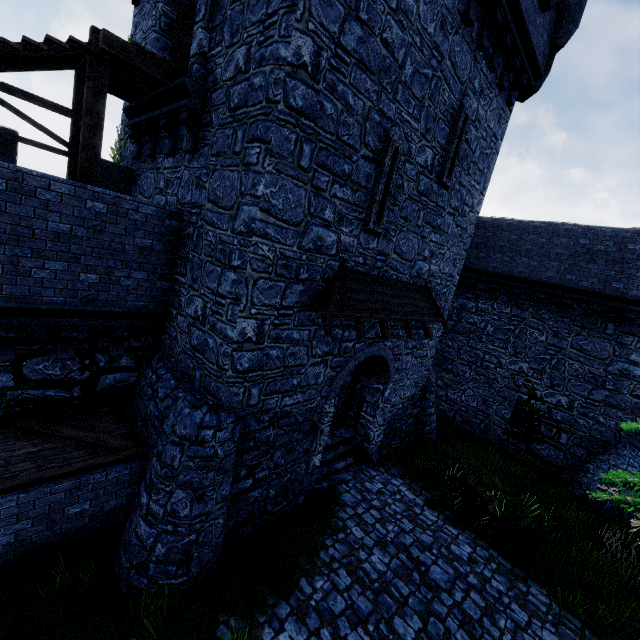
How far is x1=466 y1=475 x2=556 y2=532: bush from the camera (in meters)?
9.13

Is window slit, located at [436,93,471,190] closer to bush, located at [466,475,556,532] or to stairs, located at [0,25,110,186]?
stairs, located at [0,25,110,186]

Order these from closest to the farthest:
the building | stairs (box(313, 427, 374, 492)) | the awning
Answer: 1. the building
2. the awning
3. stairs (box(313, 427, 374, 492))

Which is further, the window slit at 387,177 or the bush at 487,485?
the bush at 487,485

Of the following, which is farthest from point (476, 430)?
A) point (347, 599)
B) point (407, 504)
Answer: point (347, 599)

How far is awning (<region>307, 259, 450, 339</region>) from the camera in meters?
7.2

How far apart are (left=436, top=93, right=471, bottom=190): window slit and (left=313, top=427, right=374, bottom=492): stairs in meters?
8.6 m

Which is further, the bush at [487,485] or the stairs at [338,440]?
the stairs at [338,440]
